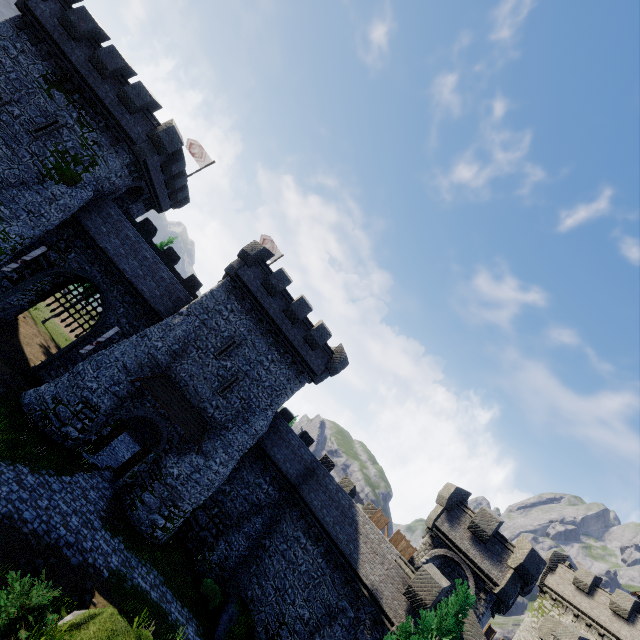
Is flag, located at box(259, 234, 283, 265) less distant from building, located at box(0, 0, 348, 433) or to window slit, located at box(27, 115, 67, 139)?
building, located at box(0, 0, 348, 433)

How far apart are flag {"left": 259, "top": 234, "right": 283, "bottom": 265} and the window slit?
16.1 meters

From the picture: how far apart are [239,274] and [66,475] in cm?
1498

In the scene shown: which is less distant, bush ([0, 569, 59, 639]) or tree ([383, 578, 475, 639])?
bush ([0, 569, 59, 639])

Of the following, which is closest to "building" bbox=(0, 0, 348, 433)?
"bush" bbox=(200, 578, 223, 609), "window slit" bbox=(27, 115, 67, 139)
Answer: "window slit" bbox=(27, 115, 67, 139)

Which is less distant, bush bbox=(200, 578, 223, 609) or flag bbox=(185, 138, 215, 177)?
bush bbox=(200, 578, 223, 609)

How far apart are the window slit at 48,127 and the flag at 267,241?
16.1 meters

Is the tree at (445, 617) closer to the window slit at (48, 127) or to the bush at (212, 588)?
the bush at (212, 588)
